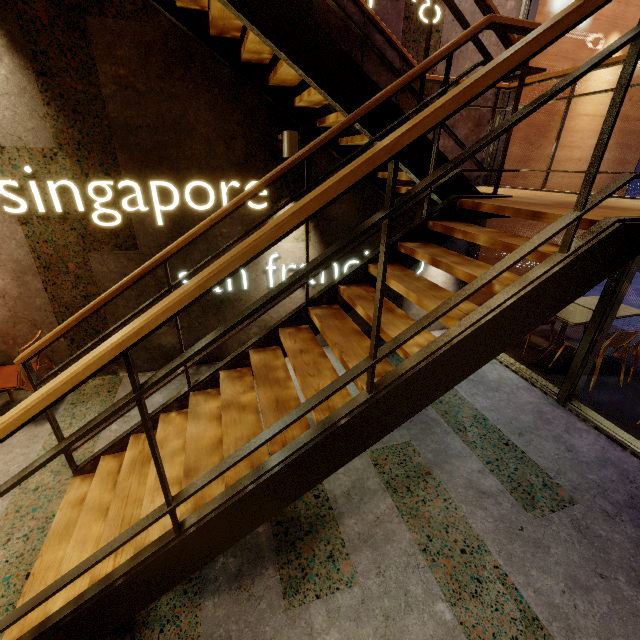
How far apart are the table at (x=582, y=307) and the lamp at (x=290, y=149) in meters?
3.8

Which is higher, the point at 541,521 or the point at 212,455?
the point at 212,455

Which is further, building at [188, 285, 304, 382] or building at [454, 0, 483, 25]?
building at [188, 285, 304, 382]

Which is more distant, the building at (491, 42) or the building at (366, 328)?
the building at (366, 328)

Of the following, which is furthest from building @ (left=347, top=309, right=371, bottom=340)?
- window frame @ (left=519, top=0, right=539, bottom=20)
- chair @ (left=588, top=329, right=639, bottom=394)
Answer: chair @ (left=588, top=329, right=639, bottom=394)

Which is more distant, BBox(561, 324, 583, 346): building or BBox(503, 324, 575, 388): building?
BBox(561, 324, 583, 346): building

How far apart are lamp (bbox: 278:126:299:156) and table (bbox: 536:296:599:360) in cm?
377

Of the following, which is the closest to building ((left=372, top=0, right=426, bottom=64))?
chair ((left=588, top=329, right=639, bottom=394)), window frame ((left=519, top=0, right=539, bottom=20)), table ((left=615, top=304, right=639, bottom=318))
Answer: window frame ((left=519, top=0, right=539, bottom=20))
